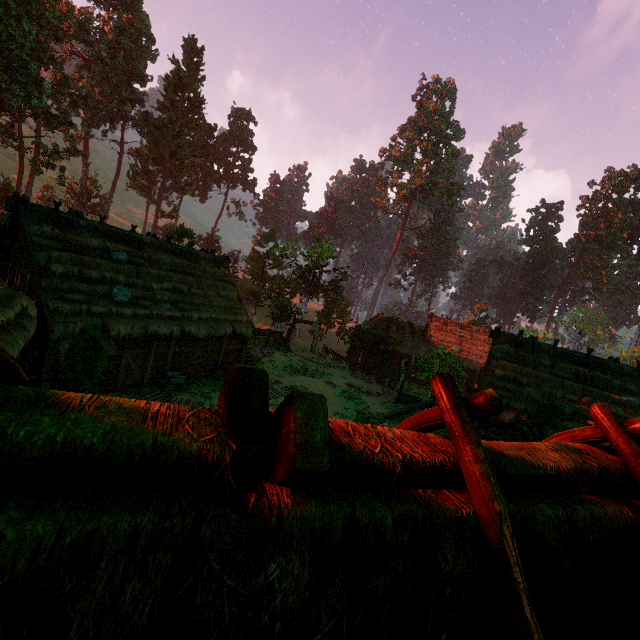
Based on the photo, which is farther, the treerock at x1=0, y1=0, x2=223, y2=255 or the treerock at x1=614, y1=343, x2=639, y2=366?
the treerock at x1=614, y1=343, x2=639, y2=366

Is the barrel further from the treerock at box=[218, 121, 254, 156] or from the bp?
the treerock at box=[218, 121, 254, 156]

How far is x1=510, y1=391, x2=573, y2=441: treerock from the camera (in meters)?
14.26

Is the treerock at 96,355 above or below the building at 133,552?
below

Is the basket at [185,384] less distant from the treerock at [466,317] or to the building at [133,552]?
the building at [133,552]

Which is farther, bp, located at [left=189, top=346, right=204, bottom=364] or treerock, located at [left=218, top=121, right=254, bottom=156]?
treerock, located at [left=218, top=121, right=254, bottom=156]

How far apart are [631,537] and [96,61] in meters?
63.1

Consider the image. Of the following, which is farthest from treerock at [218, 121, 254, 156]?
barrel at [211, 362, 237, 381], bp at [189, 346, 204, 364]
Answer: barrel at [211, 362, 237, 381]
